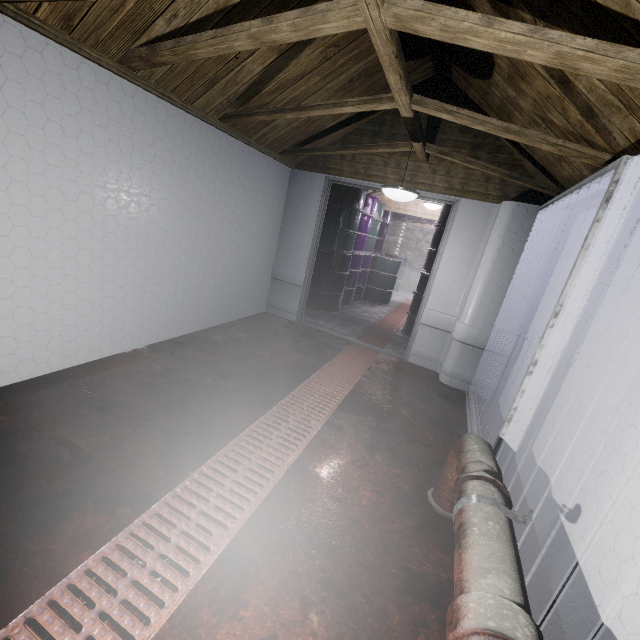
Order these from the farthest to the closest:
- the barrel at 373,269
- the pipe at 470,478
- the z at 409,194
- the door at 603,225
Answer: the barrel at 373,269 → the z at 409,194 → the door at 603,225 → the pipe at 470,478

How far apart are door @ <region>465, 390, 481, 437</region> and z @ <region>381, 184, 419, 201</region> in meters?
1.0

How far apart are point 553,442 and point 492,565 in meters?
1.4

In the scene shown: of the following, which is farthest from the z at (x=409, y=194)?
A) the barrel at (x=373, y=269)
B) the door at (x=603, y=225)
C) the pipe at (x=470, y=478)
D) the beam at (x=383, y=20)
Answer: the barrel at (x=373, y=269)

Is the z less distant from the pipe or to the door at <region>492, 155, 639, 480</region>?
the door at <region>492, 155, 639, 480</region>

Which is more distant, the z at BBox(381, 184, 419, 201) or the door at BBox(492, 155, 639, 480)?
the z at BBox(381, 184, 419, 201)

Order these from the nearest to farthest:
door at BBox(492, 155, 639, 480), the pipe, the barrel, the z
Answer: the pipe < door at BBox(492, 155, 639, 480) < the z < the barrel

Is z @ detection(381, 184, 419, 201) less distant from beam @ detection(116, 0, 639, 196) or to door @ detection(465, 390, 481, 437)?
beam @ detection(116, 0, 639, 196)
